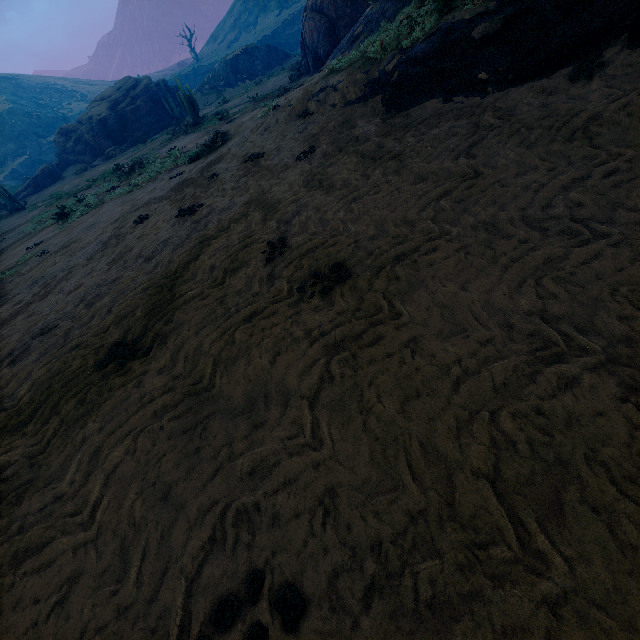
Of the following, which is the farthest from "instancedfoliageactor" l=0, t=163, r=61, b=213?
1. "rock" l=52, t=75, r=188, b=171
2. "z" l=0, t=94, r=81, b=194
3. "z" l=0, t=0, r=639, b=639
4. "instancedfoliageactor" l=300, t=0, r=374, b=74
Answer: "z" l=0, t=94, r=81, b=194

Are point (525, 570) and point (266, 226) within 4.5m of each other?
no

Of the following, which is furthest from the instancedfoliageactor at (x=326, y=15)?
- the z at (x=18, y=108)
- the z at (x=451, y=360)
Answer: the z at (x=18, y=108)

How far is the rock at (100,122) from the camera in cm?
3022

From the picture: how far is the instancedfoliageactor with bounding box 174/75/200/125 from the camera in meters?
21.8 m

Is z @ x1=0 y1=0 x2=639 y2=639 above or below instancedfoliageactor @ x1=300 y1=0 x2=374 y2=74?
below

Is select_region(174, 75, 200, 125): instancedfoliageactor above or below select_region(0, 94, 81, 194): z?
below

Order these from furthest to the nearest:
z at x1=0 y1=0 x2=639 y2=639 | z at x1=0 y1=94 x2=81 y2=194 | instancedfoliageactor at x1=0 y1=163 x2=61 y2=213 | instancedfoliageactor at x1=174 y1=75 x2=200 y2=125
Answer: z at x1=0 y1=94 x2=81 y2=194, instancedfoliageactor at x1=0 y1=163 x2=61 y2=213, instancedfoliageactor at x1=174 y1=75 x2=200 y2=125, z at x1=0 y1=0 x2=639 y2=639
